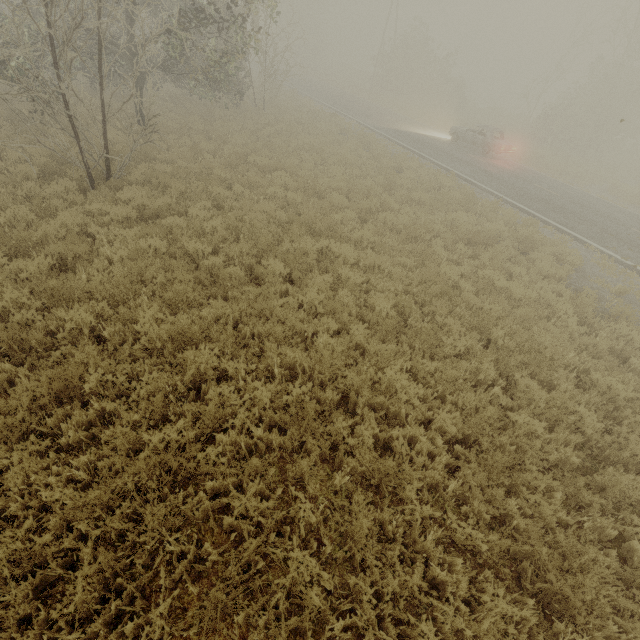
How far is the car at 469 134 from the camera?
19.9 meters

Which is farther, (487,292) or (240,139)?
(240,139)

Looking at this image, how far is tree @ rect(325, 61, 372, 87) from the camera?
47.3 meters

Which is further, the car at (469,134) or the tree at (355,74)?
the tree at (355,74)

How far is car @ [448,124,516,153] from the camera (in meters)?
19.94

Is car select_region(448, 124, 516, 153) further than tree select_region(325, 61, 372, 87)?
No
